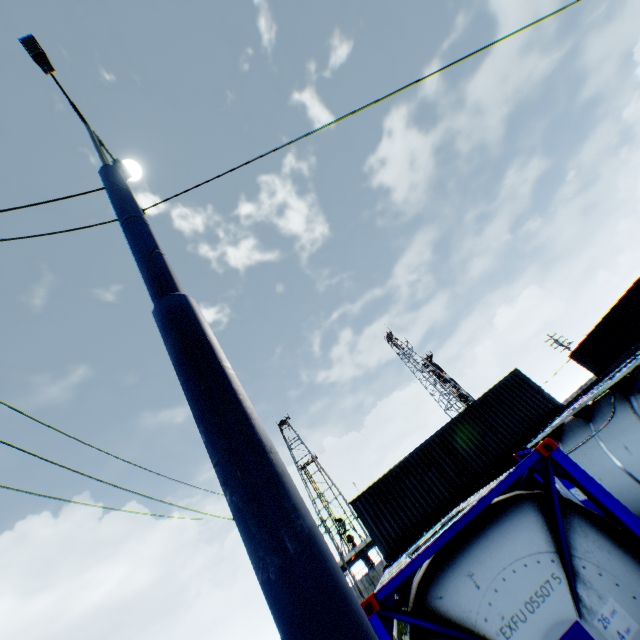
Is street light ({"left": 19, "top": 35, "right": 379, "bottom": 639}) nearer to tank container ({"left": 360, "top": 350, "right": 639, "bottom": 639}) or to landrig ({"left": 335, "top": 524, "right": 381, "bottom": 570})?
tank container ({"left": 360, "top": 350, "right": 639, "bottom": 639})

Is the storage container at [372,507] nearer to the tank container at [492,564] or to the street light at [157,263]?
the tank container at [492,564]

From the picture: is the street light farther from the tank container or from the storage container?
the storage container

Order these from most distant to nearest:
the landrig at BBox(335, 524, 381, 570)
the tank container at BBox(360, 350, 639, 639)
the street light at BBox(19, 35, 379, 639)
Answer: the landrig at BBox(335, 524, 381, 570), the tank container at BBox(360, 350, 639, 639), the street light at BBox(19, 35, 379, 639)

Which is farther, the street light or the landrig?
the landrig

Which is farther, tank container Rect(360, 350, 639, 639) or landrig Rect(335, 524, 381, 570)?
landrig Rect(335, 524, 381, 570)

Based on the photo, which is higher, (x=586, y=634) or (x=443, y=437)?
(x=443, y=437)

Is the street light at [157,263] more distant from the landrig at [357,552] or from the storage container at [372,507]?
the landrig at [357,552]
